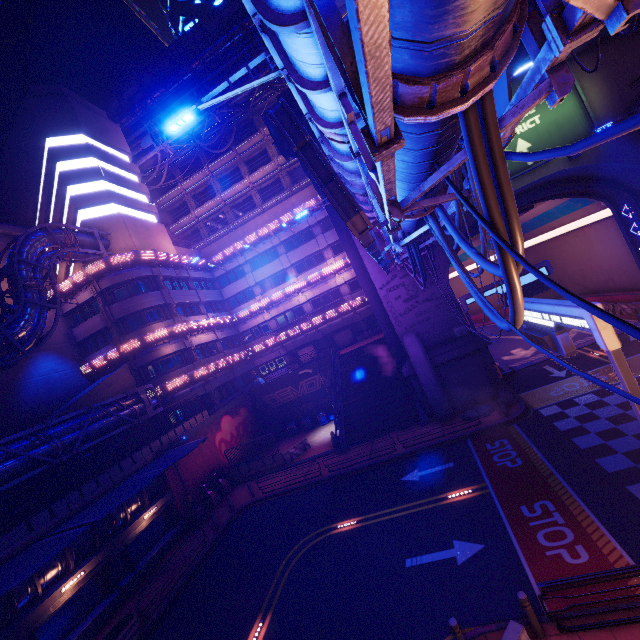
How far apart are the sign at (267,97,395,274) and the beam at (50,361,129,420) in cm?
2337

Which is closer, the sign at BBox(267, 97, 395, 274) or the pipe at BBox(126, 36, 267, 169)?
the sign at BBox(267, 97, 395, 274)

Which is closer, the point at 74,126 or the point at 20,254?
the point at 20,254

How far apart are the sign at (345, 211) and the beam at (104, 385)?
23.37m

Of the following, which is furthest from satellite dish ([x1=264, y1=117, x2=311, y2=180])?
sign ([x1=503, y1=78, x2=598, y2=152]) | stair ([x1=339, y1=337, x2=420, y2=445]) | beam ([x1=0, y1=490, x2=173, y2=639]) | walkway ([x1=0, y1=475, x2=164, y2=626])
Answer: beam ([x1=0, y1=490, x2=173, y2=639])

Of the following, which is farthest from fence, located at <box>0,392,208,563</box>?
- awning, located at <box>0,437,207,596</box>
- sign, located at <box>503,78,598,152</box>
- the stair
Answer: sign, located at <box>503,78,598,152</box>

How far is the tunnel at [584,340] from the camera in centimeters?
2352cm

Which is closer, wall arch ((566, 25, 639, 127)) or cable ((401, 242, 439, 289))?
cable ((401, 242, 439, 289))
